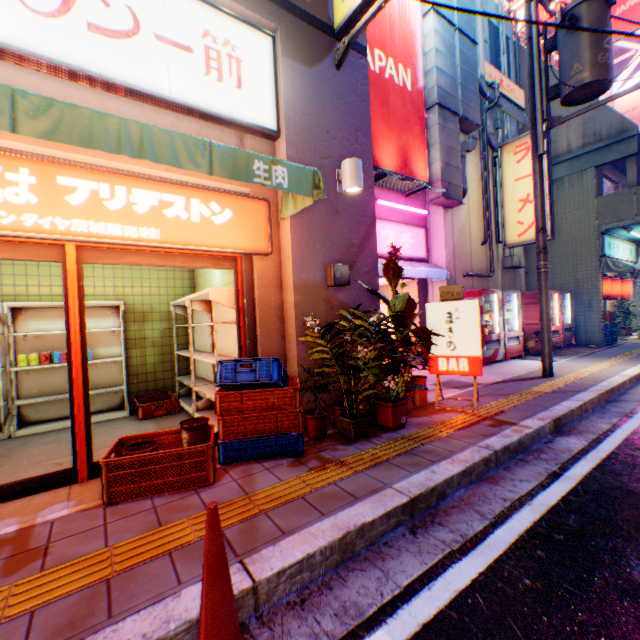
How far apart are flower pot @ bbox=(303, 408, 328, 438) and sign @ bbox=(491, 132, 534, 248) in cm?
940

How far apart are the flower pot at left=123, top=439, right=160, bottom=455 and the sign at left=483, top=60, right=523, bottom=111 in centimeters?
1312cm

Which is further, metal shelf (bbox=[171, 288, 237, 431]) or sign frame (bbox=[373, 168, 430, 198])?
sign frame (bbox=[373, 168, 430, 198])

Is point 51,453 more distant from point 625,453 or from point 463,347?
point 625,453

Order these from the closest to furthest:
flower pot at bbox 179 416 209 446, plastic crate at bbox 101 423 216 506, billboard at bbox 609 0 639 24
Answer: plastic crate at bbox 101 423 216 506, flower pot at bbox 179 416 209 446, billboard at bbox 609 0 639 24

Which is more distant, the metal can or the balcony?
the balcony

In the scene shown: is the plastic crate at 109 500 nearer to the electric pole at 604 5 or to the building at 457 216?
the electric pole at 604 5

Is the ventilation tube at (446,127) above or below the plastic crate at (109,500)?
above
